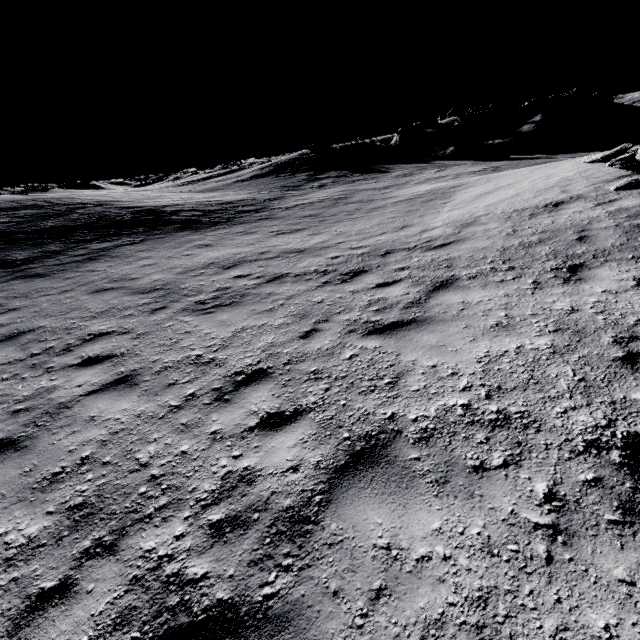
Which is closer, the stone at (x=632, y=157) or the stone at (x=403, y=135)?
the stone at (x=632, y=157)

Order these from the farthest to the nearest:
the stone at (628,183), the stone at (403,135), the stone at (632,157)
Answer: the stone at (403,135) < the stone at (632,157) < the stone at (628,183)

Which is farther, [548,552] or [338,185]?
[338,185]

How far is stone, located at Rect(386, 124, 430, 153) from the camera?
36.8 meters

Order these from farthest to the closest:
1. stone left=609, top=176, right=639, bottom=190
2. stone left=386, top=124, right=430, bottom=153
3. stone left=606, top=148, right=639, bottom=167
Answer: stone left=386, top=124, right=430, bottom=153 → stone left=606, top=148, right=639, bottom=167 → stone left=609, top=176, right=639, bottom=190

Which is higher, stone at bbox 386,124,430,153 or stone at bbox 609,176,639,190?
stone at bbox 386,124,430,153

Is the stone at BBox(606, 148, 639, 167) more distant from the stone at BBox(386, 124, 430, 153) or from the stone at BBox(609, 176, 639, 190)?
the stone at BBox(386, 124, 430, 153)

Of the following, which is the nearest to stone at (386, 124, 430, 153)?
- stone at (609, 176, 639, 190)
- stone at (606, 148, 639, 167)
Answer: stone at (606, 148, 639, 167)
